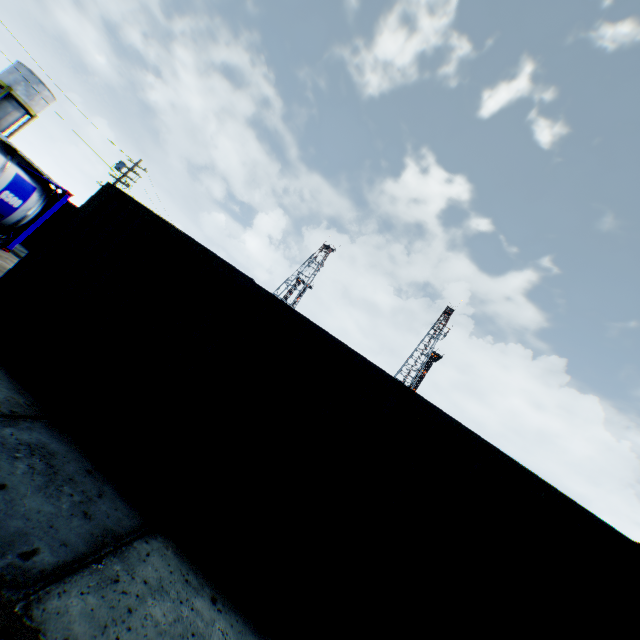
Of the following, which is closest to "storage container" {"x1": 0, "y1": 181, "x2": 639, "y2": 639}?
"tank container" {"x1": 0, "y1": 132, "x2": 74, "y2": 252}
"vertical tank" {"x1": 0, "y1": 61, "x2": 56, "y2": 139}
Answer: "tank container" {"x1": 0, "y1": 132, "x2": 74, "y2": 252}

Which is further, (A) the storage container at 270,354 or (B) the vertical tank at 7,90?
(B) the vertical tank at 7,90

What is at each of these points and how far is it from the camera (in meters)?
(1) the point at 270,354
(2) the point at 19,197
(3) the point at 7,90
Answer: (1) storage container, 4.35
(2) tank container, 10.78
(3) vertical tank, 33.81

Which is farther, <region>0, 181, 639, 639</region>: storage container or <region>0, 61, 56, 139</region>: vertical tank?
<region>0, 61, 56, 139</region>: vertical tank

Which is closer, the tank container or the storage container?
the storage container

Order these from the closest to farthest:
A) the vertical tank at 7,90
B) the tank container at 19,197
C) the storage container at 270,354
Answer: the storage container at 270,354
the tank container at 19,197
the vertical tank at 7,90

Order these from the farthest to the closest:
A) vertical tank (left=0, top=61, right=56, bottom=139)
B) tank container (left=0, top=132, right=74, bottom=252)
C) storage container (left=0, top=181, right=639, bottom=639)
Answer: vertical tank (left=0, top=61, right=56, bottom=139), tank container (left=0, top=132, right=74, bottom=252), storage container (left=0, top=181, right=639, bottom=639)
